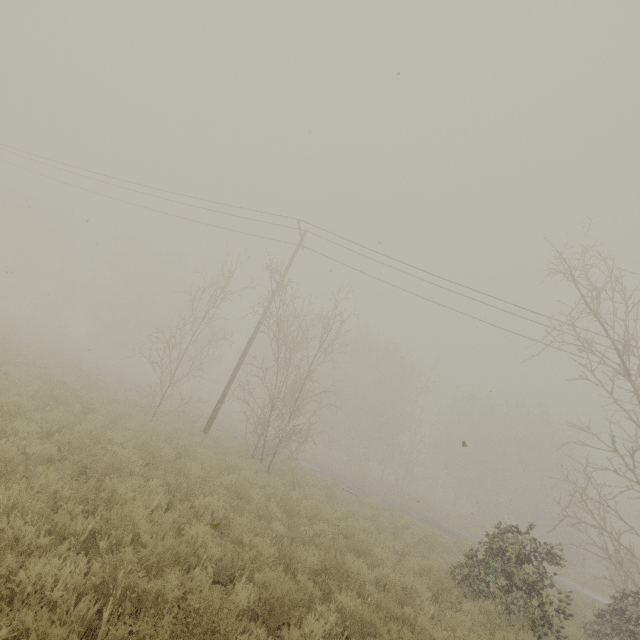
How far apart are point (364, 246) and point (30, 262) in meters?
51.3 m
